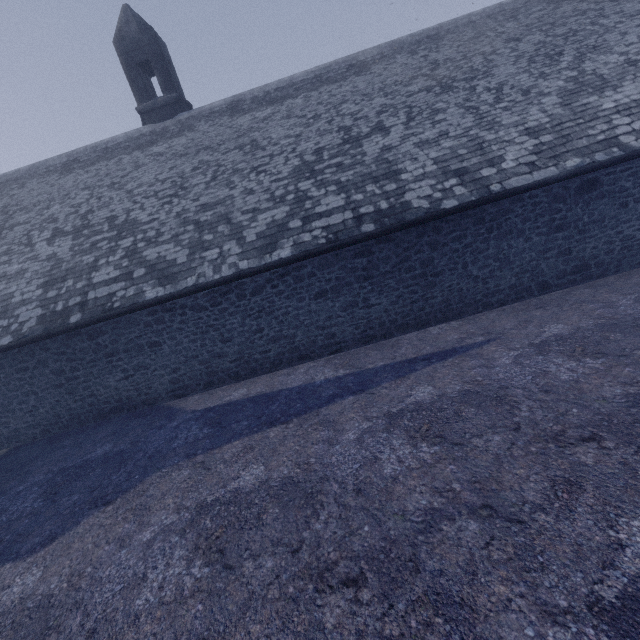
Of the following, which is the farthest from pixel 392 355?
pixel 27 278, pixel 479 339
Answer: pixel 27 278
